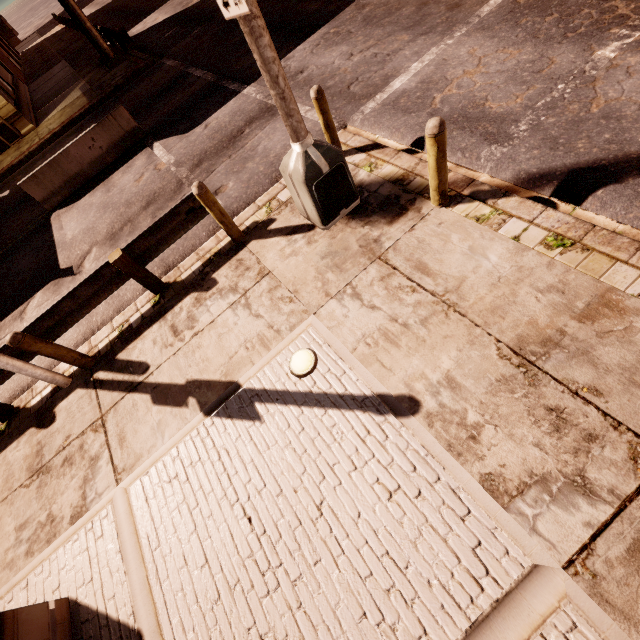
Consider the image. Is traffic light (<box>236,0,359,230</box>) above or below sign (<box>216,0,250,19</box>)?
below

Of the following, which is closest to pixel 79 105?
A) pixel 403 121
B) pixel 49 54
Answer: pixel 403 121

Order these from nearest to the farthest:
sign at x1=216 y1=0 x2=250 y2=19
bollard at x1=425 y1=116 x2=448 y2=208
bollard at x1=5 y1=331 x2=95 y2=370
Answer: sign at x1=216 y1=0 x2=250 y2=19
bollard at x1=425 y1=116 x2=448 y2=208
bollard at x1=5 y1=331 x2=95 y2=370

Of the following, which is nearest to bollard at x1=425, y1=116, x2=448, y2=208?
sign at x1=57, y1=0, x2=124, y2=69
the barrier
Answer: the barrier

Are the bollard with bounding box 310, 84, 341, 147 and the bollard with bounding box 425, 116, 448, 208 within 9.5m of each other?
yes

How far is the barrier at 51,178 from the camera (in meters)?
9.91

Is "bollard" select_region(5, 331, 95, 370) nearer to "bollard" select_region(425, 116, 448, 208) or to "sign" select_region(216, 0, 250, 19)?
"sign" select_region(216, 0, 250, 19)

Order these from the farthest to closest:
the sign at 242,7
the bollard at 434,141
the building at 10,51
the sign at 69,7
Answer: the building at 10,51
the sign at 69,7
the bollard at 434,141
the sign at 242,7
